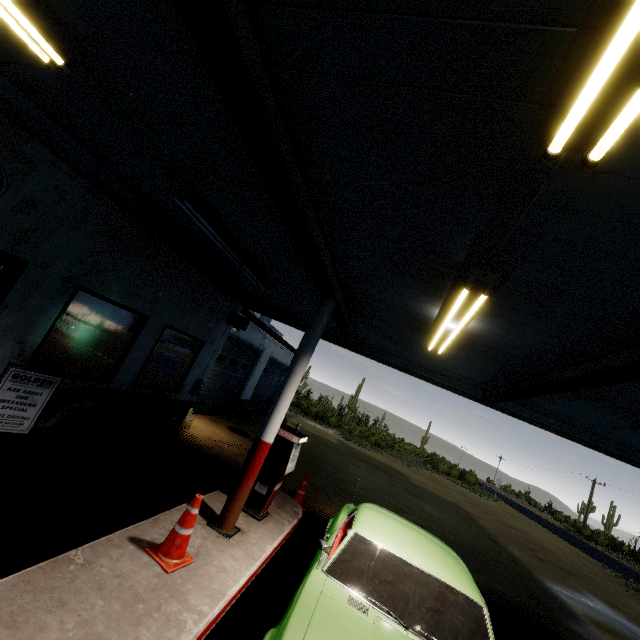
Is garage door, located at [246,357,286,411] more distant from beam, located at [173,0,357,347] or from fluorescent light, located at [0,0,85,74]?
fluorescent light, located at [0,0,85,74]

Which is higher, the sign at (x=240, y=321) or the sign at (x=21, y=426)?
the sign at (x=240, y=321)

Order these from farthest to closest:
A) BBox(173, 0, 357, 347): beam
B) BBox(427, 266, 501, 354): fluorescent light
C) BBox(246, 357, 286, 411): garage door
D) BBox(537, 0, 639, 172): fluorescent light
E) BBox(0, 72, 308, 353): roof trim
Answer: BBox(246, 357, 286, 411): garage door, BBox(0, 72, 308, 353): roof trim, BBox(427, 266, 501, 354): fluorescent light, BBox(173, 0, 357, 347): beam, BBox(537, 0, 639, 172): fluorescent light

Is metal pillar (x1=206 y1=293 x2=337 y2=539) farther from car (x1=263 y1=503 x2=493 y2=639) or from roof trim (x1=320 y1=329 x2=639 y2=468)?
roof trim (x1=320 y1=329 x2=639 y2=468)

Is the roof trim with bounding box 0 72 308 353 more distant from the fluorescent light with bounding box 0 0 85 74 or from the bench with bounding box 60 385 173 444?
the bench with bounding box 60 385 173 444

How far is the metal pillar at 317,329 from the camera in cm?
471

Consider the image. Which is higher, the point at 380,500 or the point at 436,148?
the point at 436,148

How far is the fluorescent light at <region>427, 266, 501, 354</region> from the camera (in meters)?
3.07
